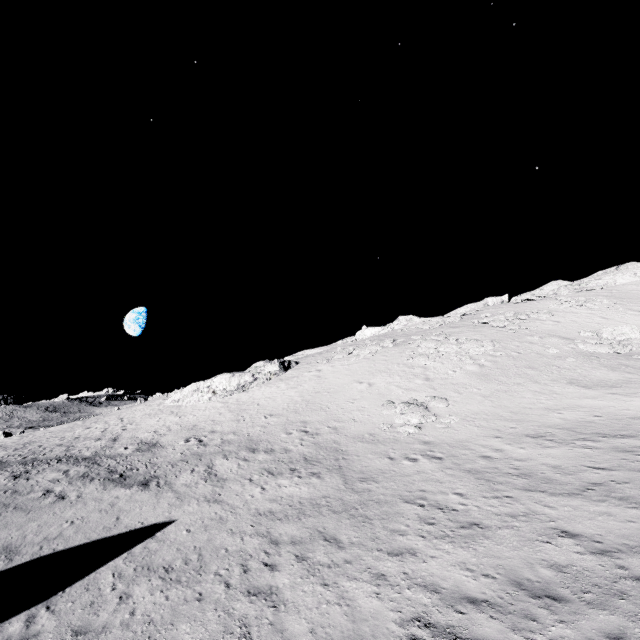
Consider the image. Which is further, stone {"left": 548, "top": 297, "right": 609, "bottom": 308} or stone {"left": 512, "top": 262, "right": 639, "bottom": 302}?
stone {"left": 512, "top": 262, "right": 639, "bottom": 302}

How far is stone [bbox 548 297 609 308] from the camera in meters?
37.6 m

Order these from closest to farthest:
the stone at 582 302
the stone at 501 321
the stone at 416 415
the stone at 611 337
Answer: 1. the stone at 416 415
2. the stone at 611 337
3. the stone at 501 321
4. the stone at 582 302

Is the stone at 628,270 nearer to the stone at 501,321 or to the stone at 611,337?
the stone at 501,321

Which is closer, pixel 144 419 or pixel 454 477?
pixel 454 477

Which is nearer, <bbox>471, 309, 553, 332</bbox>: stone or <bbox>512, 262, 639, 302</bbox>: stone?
<bbox>471, 309, 553, 332</bbox>: stone

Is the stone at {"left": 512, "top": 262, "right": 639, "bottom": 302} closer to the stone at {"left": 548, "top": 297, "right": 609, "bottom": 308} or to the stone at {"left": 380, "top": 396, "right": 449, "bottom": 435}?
the stone at {"left": 548, "top": 297, "right": 609, "bottom": 308}

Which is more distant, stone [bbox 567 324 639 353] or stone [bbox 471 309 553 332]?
stone [bbox 471 309 553 332]
